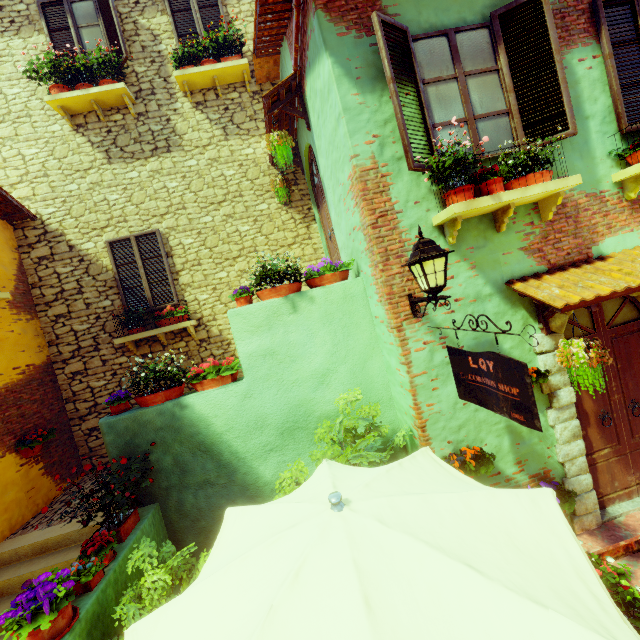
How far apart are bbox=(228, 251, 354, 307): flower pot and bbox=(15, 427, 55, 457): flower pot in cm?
442

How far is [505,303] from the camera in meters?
3.9

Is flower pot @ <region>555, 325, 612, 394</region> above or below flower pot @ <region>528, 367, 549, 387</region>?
above

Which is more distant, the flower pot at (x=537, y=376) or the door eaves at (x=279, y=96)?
the door eaves at (x=279, y=96)

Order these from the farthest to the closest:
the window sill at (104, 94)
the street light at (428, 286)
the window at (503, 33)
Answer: the window sill at (104, 94), the window at (503, 33), the street light at (428, 286)

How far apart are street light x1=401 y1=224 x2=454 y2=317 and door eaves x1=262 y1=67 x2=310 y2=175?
3.4m

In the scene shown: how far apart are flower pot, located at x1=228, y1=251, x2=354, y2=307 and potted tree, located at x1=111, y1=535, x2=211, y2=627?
2.7m

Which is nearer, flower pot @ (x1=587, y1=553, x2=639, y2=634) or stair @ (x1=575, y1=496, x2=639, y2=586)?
flower pot @ (x1=587, y1=553, x2=639, y2=634)
